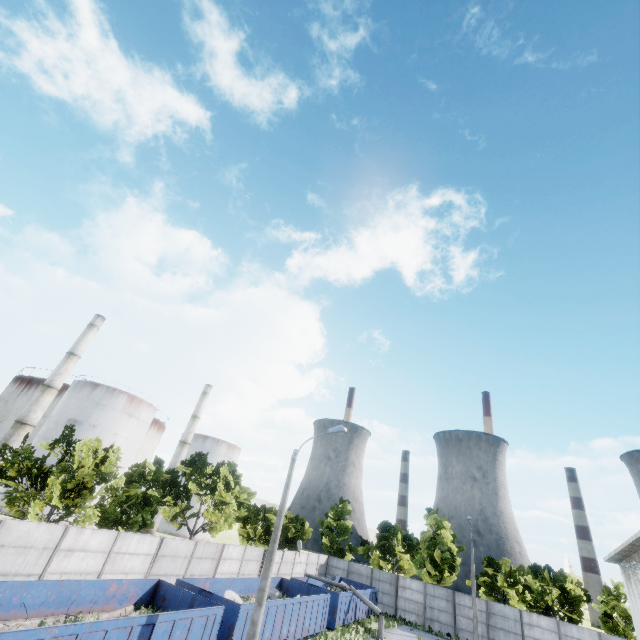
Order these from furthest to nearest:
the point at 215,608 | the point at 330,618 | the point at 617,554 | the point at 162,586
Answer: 1. the point at 330,618
2. the point at 617,554
3. the point at 162,586
4. the point at 215,608

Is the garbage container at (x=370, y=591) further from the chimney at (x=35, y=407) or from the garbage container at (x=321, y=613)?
the chimney at (x=35, y=407)

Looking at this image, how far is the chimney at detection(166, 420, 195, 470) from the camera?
55.9 meters

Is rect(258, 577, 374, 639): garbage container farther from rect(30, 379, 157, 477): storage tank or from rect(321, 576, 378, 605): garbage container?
rect(30, 379, 157, 477): storage tank

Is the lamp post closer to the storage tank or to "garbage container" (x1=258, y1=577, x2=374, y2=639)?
"garbage container" (x1=258, y1=577, x2=374, y2=639)

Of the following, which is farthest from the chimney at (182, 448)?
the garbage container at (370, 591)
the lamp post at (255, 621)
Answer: the lamp post at (255, 621)

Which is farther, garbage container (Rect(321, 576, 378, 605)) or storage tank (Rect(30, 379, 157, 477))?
storage tank (Rect(30, 379, 157, 477))

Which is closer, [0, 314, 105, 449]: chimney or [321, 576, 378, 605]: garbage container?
[321, 576, 378, 605]: garbage container
